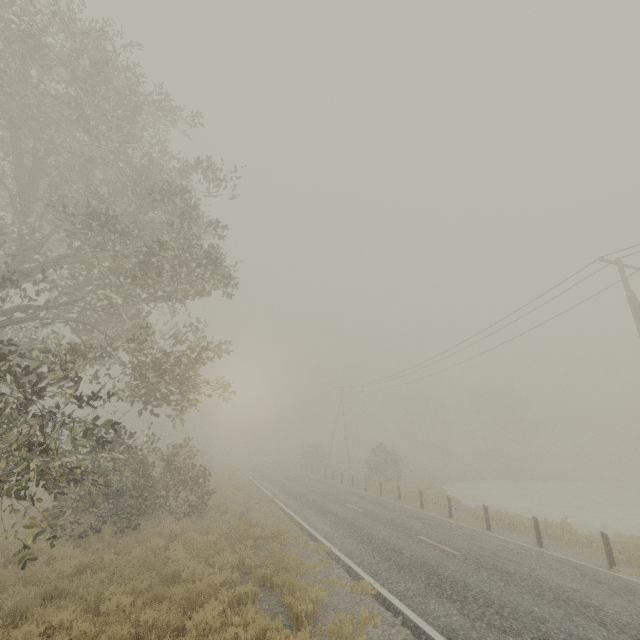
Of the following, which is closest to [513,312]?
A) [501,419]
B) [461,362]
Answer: [461,362]

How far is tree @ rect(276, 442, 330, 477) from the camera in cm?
4448

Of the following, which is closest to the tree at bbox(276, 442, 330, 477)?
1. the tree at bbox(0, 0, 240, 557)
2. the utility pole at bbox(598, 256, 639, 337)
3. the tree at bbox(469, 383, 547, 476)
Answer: the tree at bbox(0, 0, 240, 557)

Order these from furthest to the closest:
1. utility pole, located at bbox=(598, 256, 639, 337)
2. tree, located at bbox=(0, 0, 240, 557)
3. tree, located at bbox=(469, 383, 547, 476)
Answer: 1. tree, located at bbox=(469, 383, 547, 476)
2. utility pole, located at bbox=(598, 256, 639, 337)
3. tree, located at bbox=(0, 0, 240, 557)

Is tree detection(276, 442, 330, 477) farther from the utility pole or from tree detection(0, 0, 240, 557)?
the utility pole

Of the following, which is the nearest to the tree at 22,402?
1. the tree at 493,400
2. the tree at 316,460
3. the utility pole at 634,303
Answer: the utility pole at 634,303

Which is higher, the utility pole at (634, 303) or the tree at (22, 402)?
the utility pole at (634, 303)
